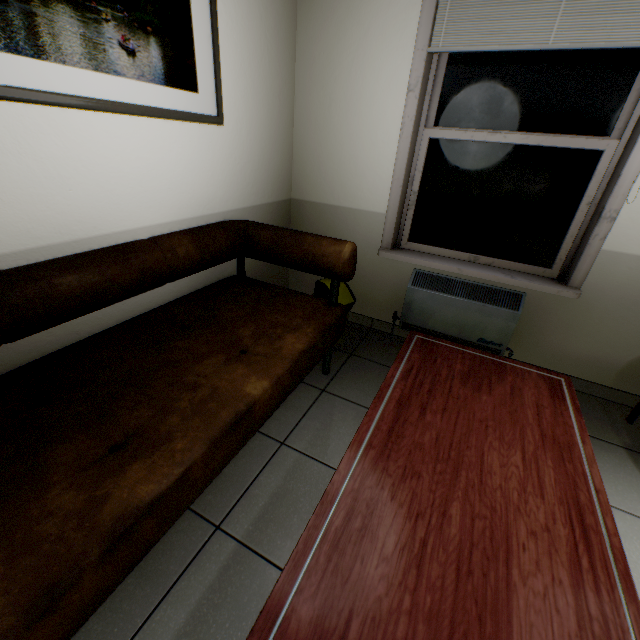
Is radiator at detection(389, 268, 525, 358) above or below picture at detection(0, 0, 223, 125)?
below

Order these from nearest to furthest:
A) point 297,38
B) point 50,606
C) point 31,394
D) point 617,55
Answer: point 50,606
point 31,394
point 617,55
point 297,38

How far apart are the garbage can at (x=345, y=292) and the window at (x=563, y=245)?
0.6 meters

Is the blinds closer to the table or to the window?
the window

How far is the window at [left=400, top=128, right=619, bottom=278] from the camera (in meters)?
1.98

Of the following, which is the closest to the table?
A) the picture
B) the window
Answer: the window

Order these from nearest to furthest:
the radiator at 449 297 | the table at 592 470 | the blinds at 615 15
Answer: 1. the table at 592 470
2. the blinds at 615 15
3. the radiator at 449 297

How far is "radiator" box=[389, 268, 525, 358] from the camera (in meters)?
2.28
